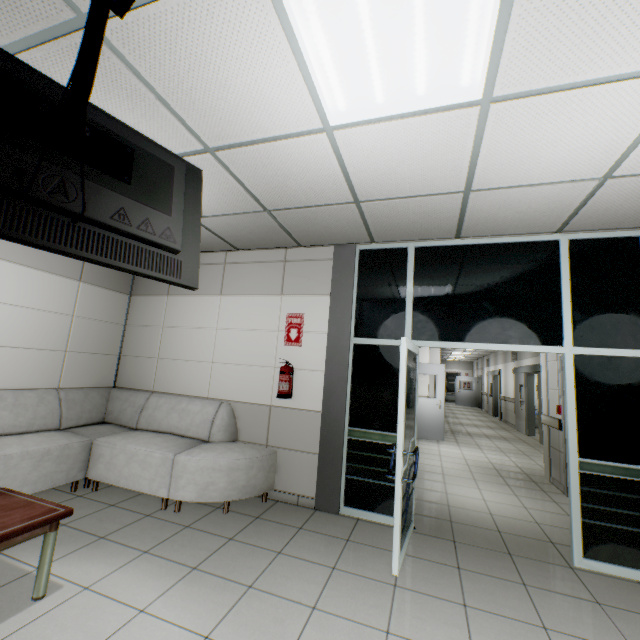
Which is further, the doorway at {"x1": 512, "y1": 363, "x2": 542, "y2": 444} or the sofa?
the doorway at {"x1": 512, "y1": 363, "x2": 542, "y2": 444}

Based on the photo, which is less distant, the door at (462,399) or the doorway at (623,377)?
the doorway at (623,377)

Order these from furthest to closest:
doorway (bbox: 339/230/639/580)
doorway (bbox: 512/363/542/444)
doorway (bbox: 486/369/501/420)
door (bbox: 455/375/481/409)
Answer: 1. door (bbox: 455/375/481/409)
2. doorway (bbox: 486/369/501/420)
3. doorway (bbox: 512/363/542/444)
4. doorway (bbox: 339/230/639/580)

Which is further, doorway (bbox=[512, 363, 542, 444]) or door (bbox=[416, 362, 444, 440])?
doorway (bbox=[512, 363, 542, 444])

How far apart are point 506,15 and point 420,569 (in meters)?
3.77

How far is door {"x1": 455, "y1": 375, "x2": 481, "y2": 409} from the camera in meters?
21.8 m

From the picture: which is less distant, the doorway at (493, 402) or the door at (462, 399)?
the doorway at (493, 402)

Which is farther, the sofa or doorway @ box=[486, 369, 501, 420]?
doorway @ box=[486, 369, 501, 420]
